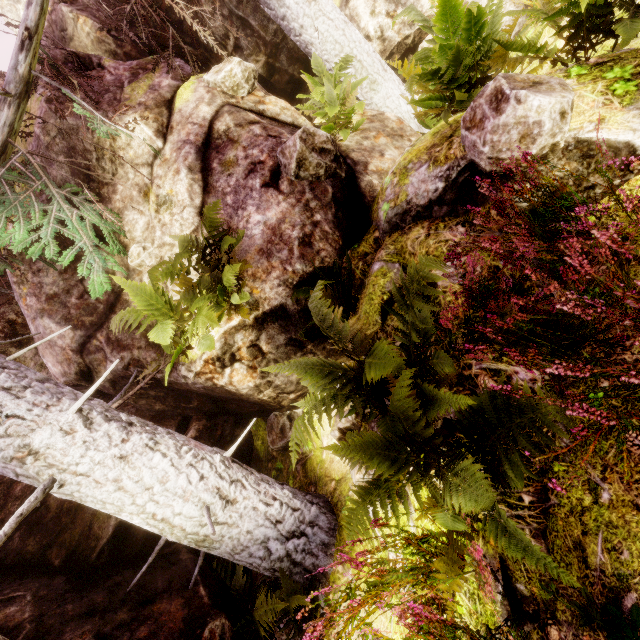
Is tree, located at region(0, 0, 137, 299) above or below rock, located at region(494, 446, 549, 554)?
above

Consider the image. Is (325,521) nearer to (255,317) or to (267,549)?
(267,549)

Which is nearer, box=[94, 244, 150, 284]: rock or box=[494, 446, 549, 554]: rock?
box=[494, 446, 549, 554]: rock

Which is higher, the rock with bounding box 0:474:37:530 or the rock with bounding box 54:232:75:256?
the rock with bounding box 54:232:75:256

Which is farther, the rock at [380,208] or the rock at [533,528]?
the rock at [380,208]

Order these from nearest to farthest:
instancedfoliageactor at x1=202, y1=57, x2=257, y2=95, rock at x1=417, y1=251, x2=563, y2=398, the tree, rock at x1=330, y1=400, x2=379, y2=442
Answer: rock at x1=417, y1=251, x2=563, y2=398
rock at x1=330, y1=400, x2=379, y2=442
the tree
instancedfoliageactor at x1=202, y1=57, x2=257, y2=95
